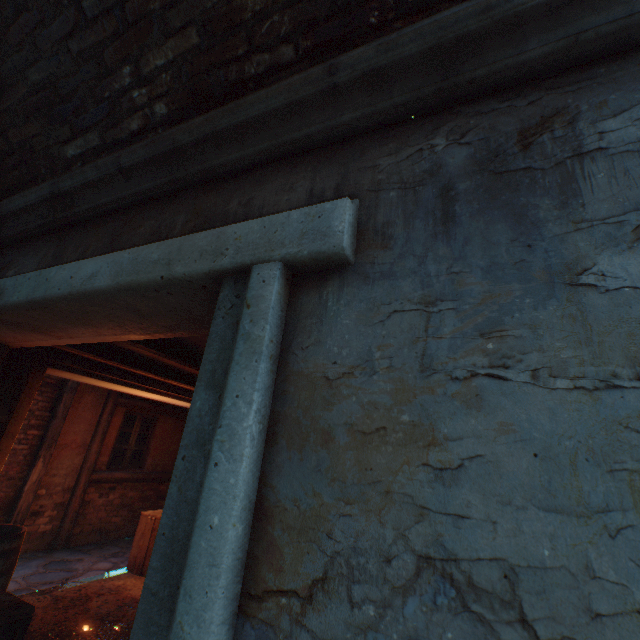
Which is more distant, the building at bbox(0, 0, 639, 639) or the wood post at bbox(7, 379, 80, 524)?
the wood post at bbox(7, 379, 80, 524)

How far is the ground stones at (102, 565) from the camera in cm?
482

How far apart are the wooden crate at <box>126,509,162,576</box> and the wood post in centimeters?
216cm

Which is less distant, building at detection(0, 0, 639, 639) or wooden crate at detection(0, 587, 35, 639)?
building at detection(0, 0, 639, 639)

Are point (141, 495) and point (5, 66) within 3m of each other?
no

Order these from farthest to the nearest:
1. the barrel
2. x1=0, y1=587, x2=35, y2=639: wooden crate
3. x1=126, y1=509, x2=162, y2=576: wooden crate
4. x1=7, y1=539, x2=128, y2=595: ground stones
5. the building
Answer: x1=126, y1=509, x2=162, y2=576: wooden crate, x1=7, y1=539, x2=128, y2=595: ground stones, the barrel, x1=0, y1=587, x2=35, y2=639: wooden crate, the building

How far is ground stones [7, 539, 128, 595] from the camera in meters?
4.8 m

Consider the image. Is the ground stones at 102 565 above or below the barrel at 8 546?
below
